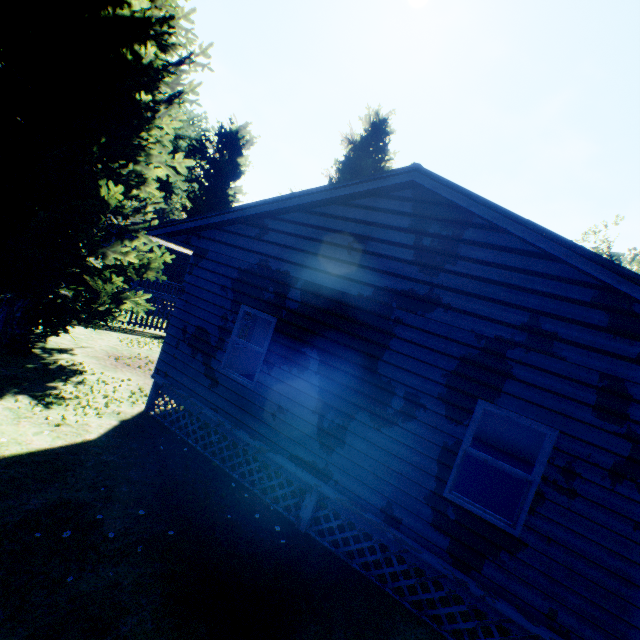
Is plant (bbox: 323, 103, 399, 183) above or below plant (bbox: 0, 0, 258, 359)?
above

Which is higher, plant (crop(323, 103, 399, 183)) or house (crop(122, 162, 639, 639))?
plant (crop(323, 103, 399, 183))

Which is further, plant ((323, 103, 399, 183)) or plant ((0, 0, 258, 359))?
plant ((323, 103, 399, 183))

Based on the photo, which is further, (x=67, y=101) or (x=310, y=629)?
(x=67, y=101)

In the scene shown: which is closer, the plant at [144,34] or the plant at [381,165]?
the plant at [144,34]

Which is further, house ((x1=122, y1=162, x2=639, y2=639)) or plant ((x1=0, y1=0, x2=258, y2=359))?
plant ((x1=0, y1=0, x2=258, y2=359))

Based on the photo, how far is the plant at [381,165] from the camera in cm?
3244
